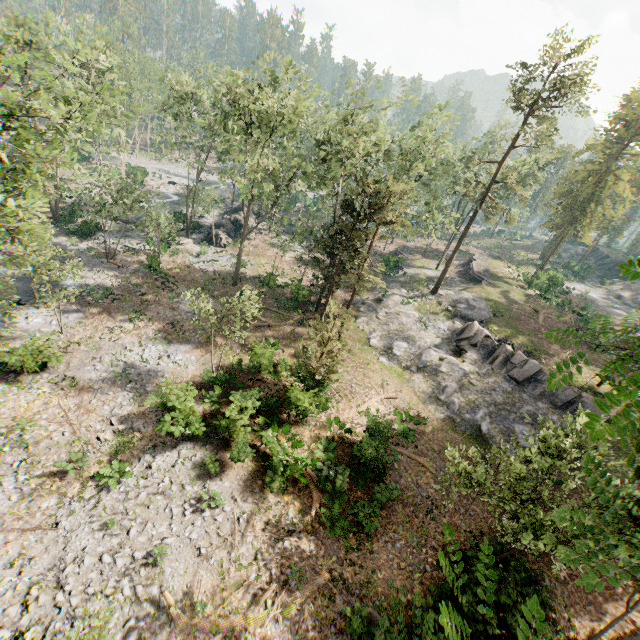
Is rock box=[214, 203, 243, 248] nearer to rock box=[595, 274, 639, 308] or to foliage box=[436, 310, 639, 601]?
foliage box=[436, 310, 639, 601]

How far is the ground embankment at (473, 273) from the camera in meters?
43.6 m

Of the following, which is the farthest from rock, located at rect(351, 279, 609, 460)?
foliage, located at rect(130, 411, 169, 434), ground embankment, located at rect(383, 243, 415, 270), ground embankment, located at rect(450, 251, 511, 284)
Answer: foliage, located at rect(130, 411, 169, 434)

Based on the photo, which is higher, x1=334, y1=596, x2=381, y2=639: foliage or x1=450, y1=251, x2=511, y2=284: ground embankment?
x1=450, y1=251, x2=511, y2=284: ground embankment

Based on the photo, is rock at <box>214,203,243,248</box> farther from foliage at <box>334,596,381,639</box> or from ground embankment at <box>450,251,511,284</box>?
ground embankment at <box>450,251,511,284</box>

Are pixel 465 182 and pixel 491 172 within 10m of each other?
yes

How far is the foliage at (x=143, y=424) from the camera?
17.9m

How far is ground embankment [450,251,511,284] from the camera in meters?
43.6
